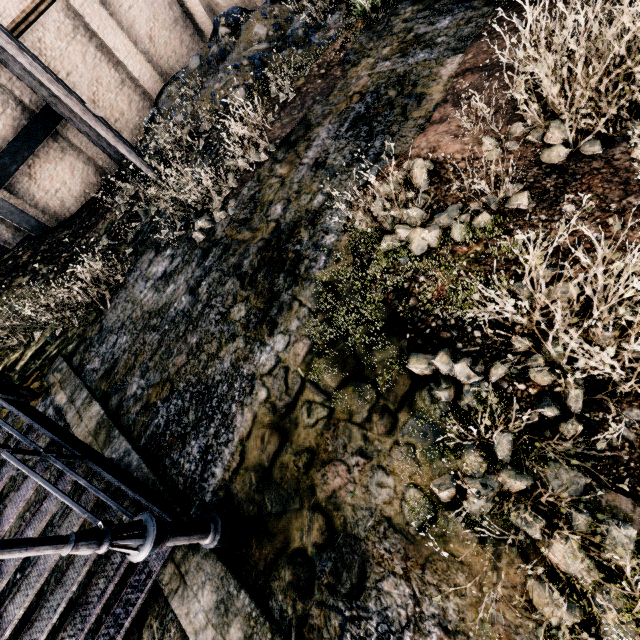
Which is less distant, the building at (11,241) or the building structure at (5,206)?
the building structure at (5,206)

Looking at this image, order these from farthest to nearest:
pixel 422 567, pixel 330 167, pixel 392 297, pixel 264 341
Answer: pixel 330 167, pixel 264 341, pixel 392 297, pixel 422 567

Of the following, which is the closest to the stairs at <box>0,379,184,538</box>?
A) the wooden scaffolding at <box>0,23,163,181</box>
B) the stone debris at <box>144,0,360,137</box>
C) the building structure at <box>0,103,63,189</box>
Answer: the building structure at <box>0,103,63,189</box>

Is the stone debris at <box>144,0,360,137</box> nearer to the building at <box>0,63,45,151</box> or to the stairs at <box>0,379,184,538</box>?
the building at <box>0,63,45,151</box>

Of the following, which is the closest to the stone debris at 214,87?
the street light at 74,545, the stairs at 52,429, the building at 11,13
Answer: the building at 11,13

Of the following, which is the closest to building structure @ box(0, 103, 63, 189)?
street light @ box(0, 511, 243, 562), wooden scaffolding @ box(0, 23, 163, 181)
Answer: wooden scaffolding @ box(0, 23, 163, 181)

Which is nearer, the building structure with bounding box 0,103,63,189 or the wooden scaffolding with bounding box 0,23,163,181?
the wooden scaffolding with bounding box 0,23,163,181

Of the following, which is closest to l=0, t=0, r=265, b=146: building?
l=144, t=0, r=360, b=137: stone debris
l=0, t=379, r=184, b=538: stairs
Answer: l=144, t=0, r=360, b=137: stone debris
